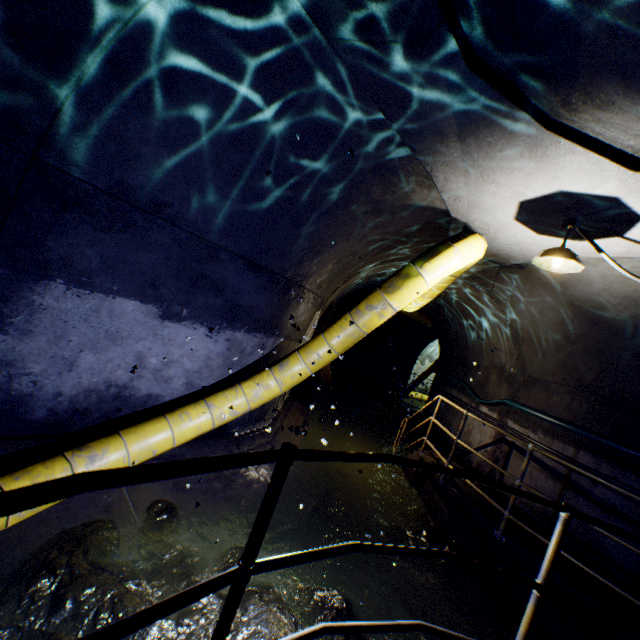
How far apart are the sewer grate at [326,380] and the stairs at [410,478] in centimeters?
207cm

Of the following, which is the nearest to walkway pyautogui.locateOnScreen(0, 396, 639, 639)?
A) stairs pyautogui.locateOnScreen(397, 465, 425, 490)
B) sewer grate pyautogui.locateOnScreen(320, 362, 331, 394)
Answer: stairs pyautogui.locateOnScreen(397, 465, 425, 490)

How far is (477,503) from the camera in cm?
502

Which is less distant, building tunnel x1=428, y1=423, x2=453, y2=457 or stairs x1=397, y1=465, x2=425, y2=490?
stairs x1=397, y1=465, x2=425, y2=490

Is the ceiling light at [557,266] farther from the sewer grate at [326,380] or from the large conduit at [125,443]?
the sewer grate at [326,380]

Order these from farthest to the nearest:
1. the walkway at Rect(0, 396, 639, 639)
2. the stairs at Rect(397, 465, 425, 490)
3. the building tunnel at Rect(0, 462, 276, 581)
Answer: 1. the stairs at Rect(397, 465, 425, 490)
2. the building tunnel at Rect(0, 462, 276, 581)
3. the walkway at Rect(0, 396, 639, 639)

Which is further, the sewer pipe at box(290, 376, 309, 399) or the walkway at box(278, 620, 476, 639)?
the sewer pipe at box(290, 376, 309, 399)

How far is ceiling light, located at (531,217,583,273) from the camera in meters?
3.2 m
